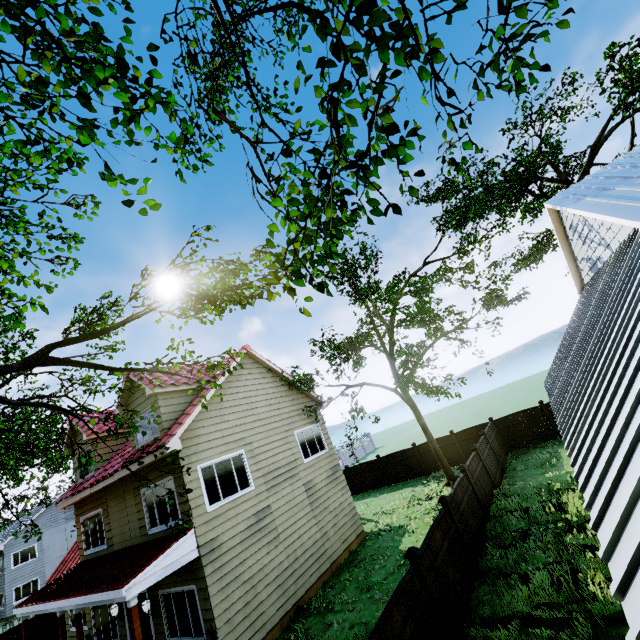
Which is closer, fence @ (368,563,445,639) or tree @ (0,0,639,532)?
tree @ (0,0,639,532)

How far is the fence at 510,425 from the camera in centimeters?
1770cm

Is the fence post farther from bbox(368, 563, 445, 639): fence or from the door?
Result: the door

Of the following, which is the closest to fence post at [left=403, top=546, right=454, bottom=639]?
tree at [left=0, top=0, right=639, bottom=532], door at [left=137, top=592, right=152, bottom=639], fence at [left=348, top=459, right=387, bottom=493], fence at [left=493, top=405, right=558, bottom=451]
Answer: fence at [left=493, top=405, right=558, bottom=451]

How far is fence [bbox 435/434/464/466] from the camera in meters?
20.0

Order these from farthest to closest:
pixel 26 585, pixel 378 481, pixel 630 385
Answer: pixel 26 585, pixel 378 481, pixel 630 385

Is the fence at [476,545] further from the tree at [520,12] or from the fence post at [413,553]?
the tree at [520,12]

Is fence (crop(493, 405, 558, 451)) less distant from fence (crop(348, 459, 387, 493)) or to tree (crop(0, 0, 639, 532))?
fence (crop(348, 459, 387, 493))
